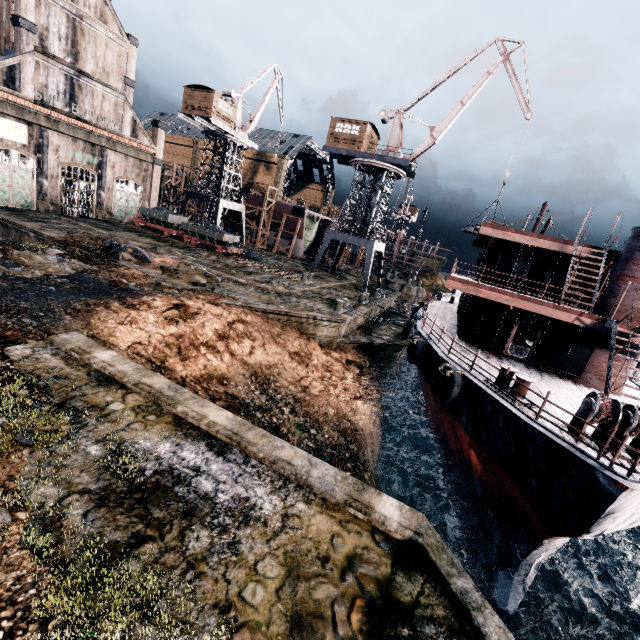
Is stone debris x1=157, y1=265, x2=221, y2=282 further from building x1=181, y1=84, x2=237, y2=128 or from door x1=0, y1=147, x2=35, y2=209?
building x1=181, y1=84, x2=237, y2=128

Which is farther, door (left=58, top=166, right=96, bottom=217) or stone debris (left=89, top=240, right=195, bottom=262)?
door (left=58, top=166, right=96, bottom=217)

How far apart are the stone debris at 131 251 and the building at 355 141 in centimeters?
2326cm

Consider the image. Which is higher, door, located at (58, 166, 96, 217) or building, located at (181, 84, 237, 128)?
building, located at (181, 84, 237, 128)

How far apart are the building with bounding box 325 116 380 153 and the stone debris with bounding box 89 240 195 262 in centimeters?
2326cm

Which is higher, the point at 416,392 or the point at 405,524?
the point at 405,524

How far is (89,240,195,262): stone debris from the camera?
21.9 meters

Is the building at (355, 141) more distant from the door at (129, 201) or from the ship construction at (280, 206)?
the door at (129, 201)
